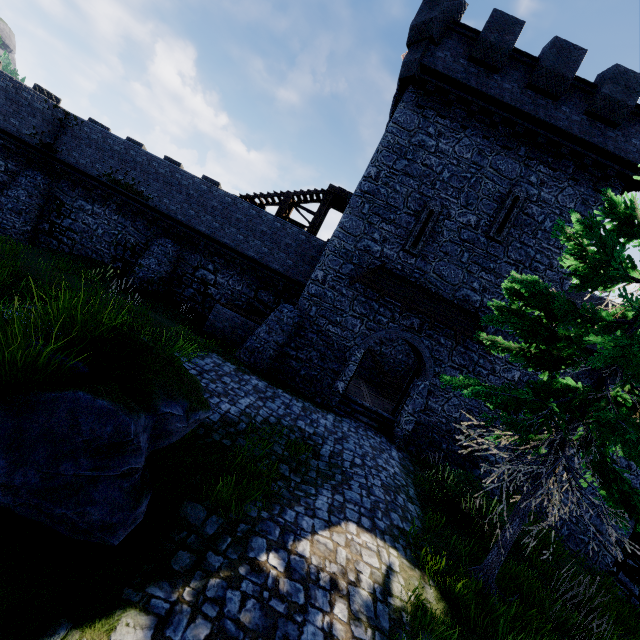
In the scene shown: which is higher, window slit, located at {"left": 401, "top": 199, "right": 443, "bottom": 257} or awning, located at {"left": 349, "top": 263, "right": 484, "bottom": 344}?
window slit, located at {"left": 401, "top": 199, "right": 443, "bottom": 257}

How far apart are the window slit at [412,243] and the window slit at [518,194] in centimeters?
190cm

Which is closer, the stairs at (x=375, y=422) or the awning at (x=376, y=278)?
the awning at (x=376, y=278)

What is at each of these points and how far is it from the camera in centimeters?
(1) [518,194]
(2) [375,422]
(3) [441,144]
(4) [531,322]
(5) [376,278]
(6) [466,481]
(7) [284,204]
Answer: (1) window slit, 1323cm
(2) stairs, 1411cm
(3) building, 1350cm
(4) tree, 632cm
(5) awning, 1338cm
(6) bush, 938cm
(7) stairs, 1806cm

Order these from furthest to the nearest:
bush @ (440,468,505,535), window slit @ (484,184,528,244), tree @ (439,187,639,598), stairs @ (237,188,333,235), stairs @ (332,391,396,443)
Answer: stairs @ (237,188,333,235)
stairs @ (332,391,396,443)
window slit @ (484,184,528,244)
bush @ (440,468,505,535)
tree @ (439,187,639,598)

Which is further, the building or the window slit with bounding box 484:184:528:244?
the window slit with bounding box 484:184:528:244

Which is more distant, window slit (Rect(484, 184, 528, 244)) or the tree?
window slit (Rect(484, 184, 528, 244))

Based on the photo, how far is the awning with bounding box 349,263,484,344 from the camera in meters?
13.0 m
